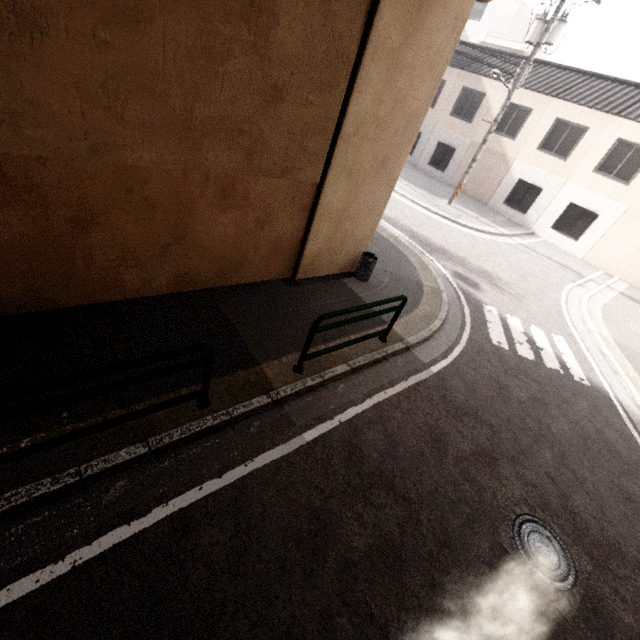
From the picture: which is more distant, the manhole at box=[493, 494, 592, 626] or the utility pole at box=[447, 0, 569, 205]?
the utility pole at box=[447, 0, 569, 205]

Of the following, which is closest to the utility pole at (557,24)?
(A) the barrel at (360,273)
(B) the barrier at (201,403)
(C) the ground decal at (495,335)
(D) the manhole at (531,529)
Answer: (C) the ground decal at (495,335)

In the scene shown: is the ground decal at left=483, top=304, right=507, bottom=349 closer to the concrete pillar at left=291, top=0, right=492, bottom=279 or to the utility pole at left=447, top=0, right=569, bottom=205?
the concrete pillar at left=291, top=0, right=492, bottom=279

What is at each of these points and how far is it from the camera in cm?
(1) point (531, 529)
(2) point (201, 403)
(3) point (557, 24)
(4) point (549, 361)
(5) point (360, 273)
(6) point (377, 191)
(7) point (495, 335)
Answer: (1) manhole, 411
(2) barrier, 389
(3) utility pole, 1218
(4) ground decal, 759
(5) barrel, 748
(6) concrete pillar, 648
(7) ground decal, 777

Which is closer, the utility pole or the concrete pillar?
the concrete pillar

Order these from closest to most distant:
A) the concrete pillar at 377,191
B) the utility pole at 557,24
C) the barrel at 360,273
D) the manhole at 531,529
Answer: the manhole at 531,529, the concrete pillar at 377,191, the barrel at 360,273, the utility pole at 557,24

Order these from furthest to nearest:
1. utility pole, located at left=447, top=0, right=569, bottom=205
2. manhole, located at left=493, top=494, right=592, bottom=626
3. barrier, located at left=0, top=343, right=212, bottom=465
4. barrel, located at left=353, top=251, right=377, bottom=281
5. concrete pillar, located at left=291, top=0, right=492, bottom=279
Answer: utility pole, located at left=447, top=0, right=569, bottom=205
barrel, located at left=353, top=251, right=377, bottom=281
concrete pillar, located at left=291, top=0, right=492, bottom=279
manhole, located at left=493, top=494, right=592, bottom=626
barrier, located at left=0, top=343, right=212, bottom=465

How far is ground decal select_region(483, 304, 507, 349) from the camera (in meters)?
7.57
